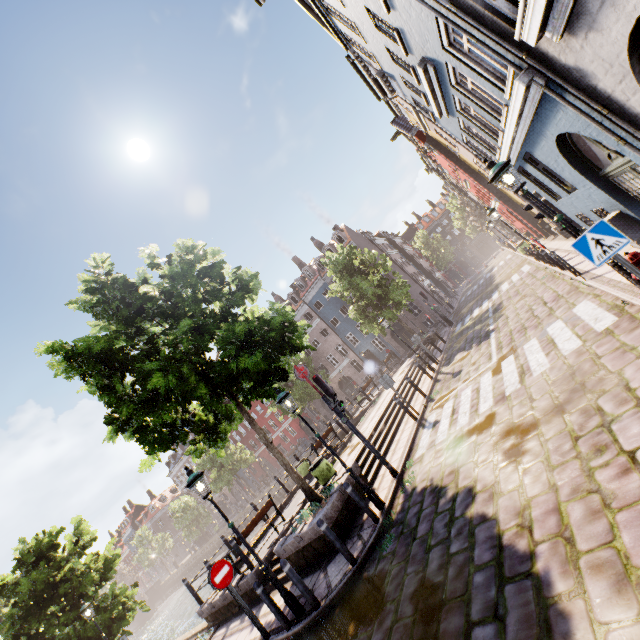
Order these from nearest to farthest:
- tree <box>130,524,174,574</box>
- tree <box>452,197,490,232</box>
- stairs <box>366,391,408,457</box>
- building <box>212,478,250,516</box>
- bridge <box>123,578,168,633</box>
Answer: stairs <box>366,391,408,457</box> → tree <box>452,197,490,232</box> → bridge <box>123,578,168,633</box> → tree <box>130,524,174,574</box> → building <box>212,478,250,516</box>

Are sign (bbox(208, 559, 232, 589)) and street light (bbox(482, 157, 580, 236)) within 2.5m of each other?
no

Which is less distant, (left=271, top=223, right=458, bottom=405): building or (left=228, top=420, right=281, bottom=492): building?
(left=271, top=223, right=458, bottom=405): building

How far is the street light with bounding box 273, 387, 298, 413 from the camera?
8.3m

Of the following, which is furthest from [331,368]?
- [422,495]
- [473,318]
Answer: [422,495]

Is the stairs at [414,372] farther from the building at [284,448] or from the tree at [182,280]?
the building at [284,448]

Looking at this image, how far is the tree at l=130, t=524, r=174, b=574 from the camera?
54.5 meters

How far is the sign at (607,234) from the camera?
4.5 meters
